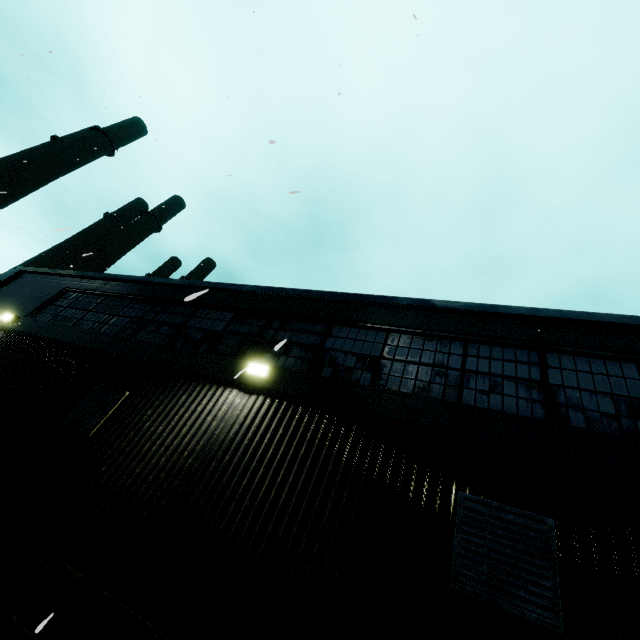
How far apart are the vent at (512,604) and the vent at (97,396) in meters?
6.2

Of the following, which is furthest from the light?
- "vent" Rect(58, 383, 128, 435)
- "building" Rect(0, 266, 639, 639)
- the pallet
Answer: the pallet

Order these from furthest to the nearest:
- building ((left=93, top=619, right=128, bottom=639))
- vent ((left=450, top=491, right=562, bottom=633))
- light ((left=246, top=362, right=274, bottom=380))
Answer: light ((left=246, top=362, right=274, bottom=380)), building ((left=93, top=619, right=128, bottom=639)), vent ((left=450, top=491, right=562, bottom=633))

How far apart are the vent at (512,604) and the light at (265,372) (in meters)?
3.54

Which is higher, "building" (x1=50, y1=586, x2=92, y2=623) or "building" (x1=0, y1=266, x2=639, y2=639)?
"building" (x1=0, y1=266, x2=639, y2=639)

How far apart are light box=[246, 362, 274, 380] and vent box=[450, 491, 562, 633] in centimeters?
354cm

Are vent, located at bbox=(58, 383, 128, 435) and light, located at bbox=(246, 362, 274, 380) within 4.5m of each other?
yes

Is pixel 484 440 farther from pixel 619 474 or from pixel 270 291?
pixel 270 291
